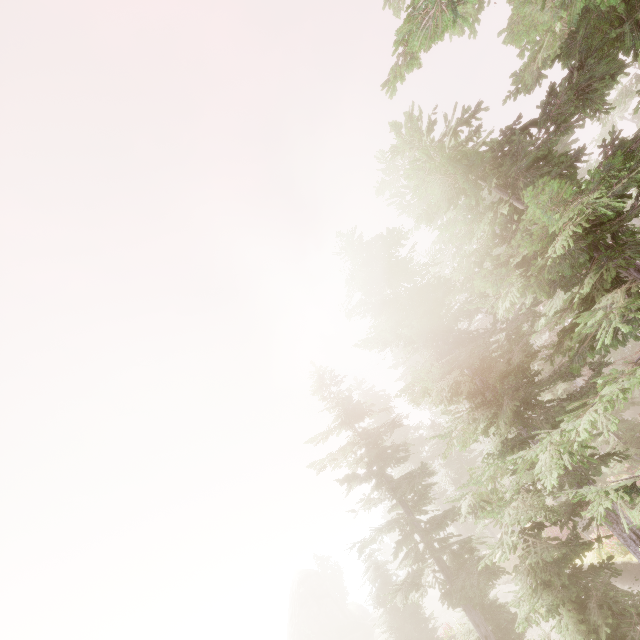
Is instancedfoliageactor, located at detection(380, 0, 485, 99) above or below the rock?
above

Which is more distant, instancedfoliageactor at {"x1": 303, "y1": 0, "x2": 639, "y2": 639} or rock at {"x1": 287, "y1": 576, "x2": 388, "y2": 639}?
rock at {"x1": 287, "y1": 576, "x2": 388, "y2": 639}

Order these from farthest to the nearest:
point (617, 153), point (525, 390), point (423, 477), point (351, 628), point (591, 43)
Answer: point (351, 628) < point (423, 477) < point (525, 390) < point (591, 43) < point (617, 153)

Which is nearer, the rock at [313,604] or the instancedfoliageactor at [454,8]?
the instancedfoliageactor at [454,8]
